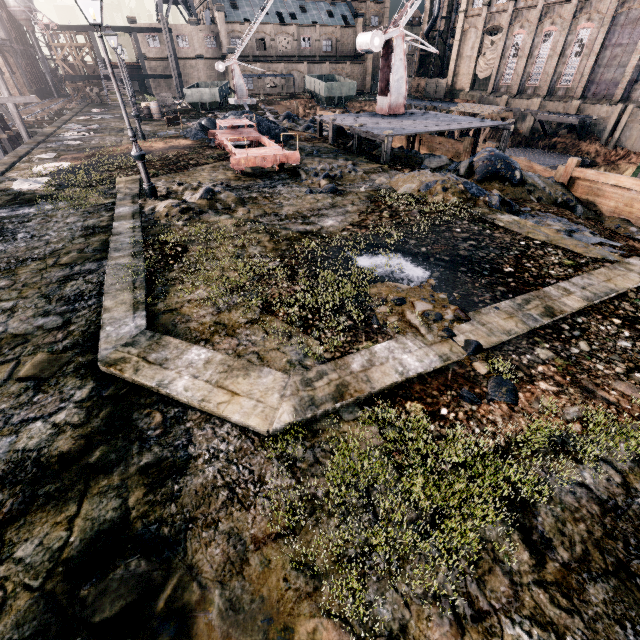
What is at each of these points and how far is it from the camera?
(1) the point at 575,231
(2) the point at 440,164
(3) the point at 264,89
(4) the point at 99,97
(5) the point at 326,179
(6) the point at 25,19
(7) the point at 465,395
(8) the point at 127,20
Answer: (1) stone debris, 10.41m
(2) stone debris, 17.75m
(3) building, 58.97m
(4) wood pile, 48.16m
(5) stone debris, 13.40m
(6) silo, 57.12m
(7) stone debris, 4.68m
(8) building, 50.78m

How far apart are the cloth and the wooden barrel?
47.9 meters

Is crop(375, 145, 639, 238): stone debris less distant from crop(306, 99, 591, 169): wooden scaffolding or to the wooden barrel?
crop(306, 99, 591, 169): wooden scaffolding

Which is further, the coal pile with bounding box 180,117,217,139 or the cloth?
the cloth

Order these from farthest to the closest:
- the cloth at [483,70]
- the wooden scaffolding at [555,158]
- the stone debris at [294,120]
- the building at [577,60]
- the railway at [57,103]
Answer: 1. the cloth at [483,70]
2. the building at [577,60]
3. the railway at [57,103]
4. the stone debris at [294,120]
5. the wooden scaffolding at [555,158]

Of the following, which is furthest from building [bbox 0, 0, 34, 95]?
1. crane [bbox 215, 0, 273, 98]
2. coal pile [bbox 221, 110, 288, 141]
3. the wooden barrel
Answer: coal pile [bbox 221, 110, 288, 141]

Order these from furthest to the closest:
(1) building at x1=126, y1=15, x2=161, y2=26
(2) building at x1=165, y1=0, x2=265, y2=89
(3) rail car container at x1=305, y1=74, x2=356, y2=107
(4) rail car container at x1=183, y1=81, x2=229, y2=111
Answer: (2) building at x1=165, y1=0, x2=265, y2=89
(1) building at x1=126, y1=15, x2=161, y2=26
(3) rail car container at x1=305, y1=74, x2=356, y2=107
(4) rail car container at x1=183, y1=81, x2=229, y2=111

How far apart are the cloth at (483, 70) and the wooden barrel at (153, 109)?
47.9 meters
